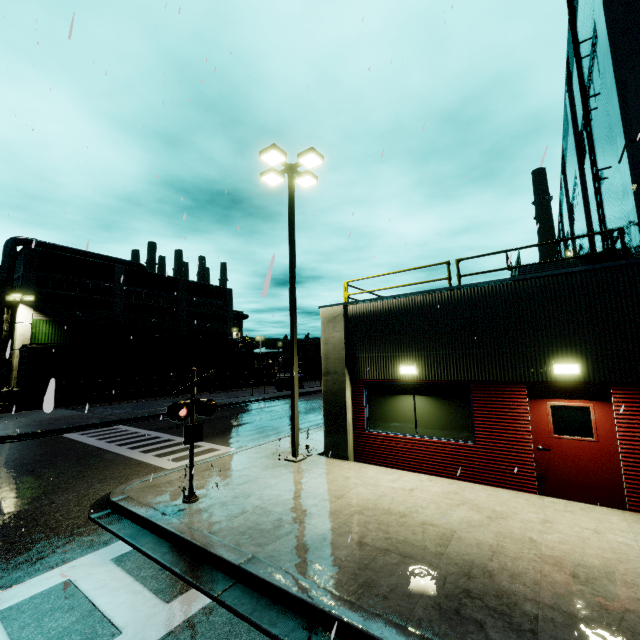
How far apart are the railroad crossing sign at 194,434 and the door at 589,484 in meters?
6.9 m

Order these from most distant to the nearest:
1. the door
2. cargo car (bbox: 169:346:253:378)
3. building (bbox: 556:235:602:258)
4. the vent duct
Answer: cargo car (bbox: 169:346:253:378), the vent duct, building (bbox: 556:235:602:258), the door

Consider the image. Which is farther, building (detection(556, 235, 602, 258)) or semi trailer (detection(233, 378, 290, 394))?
semi trailer (detection(233, 378, 290, 394))

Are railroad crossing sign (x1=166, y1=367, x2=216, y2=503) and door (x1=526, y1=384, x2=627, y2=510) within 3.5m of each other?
no

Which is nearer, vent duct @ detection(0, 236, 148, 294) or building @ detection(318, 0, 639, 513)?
building @ detection(318, 0, 639, 513)

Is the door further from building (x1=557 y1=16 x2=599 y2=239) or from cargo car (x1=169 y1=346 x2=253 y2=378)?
cargo car (x1=169 y1=346 x2=253 y2=378)

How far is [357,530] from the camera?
5.80m

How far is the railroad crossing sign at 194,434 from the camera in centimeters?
704cm
